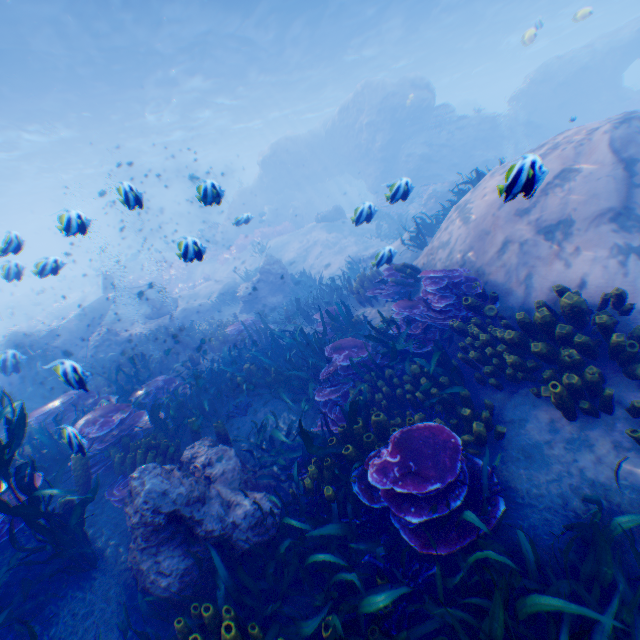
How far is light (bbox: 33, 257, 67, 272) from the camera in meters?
5.9 m

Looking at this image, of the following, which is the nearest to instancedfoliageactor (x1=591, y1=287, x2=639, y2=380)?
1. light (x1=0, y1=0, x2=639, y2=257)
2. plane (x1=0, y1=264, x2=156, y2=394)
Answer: plane (x1=0, y1=264, x2=156, y2=394)

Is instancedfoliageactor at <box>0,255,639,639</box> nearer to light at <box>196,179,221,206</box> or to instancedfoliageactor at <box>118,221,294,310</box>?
instancedfoliageactor at <box>118,221,294,310</box>

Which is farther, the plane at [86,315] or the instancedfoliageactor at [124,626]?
the plane at [86,315]

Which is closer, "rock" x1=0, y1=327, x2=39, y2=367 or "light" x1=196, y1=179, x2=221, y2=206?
"light" x1=196, y1=179, x2=221, y2=206

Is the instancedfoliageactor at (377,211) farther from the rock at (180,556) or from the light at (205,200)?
the light at (205,200)

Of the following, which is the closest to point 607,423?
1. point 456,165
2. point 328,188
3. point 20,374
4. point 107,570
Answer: point 107,570

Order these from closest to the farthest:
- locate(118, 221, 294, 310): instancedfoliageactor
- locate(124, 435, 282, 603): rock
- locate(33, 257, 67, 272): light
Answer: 1. locate(124, 435, 282, 603): rock
2. locate(33, 257, 67, 272): light
3. locate(118, 221, 294, 310): instancedfoliageactor
